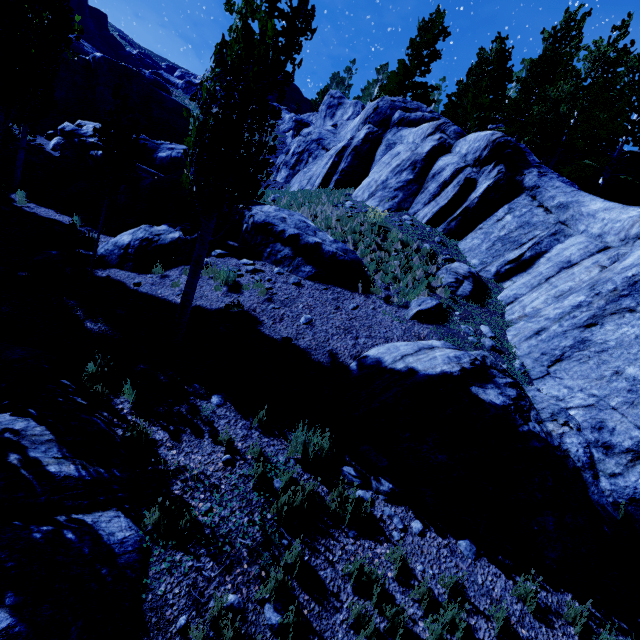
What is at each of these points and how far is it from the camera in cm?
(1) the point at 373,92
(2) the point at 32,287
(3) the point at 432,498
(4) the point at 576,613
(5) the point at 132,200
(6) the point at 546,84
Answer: (1) instancedfoliageactor, 4669
(2) instancedfoliageactor, 766
(3) rock, 539
(4) instancedfoliageactor, 442
(5) rock, 1410
(6) instancedfoliageactor, 1783

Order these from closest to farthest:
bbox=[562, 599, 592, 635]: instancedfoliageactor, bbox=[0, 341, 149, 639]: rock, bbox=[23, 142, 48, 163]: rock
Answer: bbox=[0, 341, 149, 639]: rock
bbox=[562, 599, 592, 635]: instancedfoliageactor
bbox=[23, 142, 48, 163]: rock

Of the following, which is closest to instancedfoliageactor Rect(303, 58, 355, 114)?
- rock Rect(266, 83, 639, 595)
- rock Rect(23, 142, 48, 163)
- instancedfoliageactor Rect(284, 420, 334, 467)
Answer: rock Rect(266, 83, 639, 595)

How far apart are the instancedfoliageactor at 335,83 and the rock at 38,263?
56.10m

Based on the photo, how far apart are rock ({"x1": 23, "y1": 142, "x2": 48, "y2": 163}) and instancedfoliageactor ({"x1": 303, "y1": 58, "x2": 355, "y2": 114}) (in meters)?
46.64

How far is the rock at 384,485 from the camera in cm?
533

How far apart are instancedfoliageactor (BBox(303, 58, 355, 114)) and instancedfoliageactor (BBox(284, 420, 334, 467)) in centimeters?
6074cm

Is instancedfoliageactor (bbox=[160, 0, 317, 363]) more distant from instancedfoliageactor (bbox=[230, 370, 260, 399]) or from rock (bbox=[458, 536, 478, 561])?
instancedfoliageactor (bbox=[230, 370, 260, 399])
